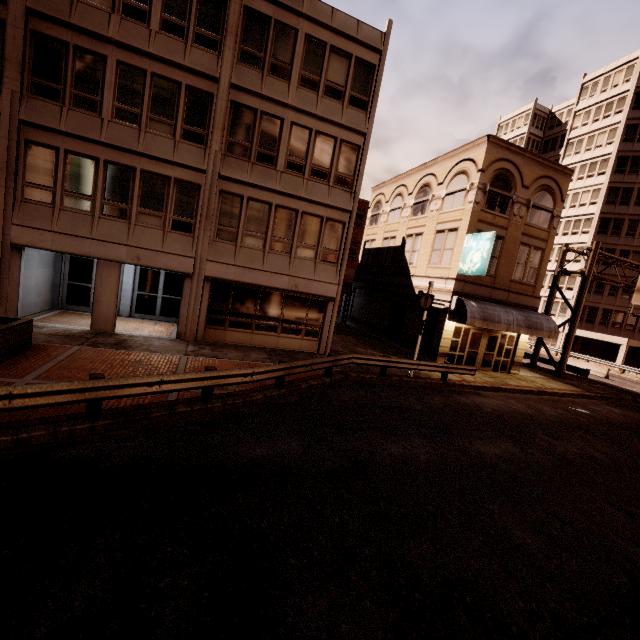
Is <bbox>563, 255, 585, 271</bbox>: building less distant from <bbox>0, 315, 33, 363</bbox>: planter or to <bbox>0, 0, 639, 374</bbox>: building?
<bbox>0, 0, 639, 374</bbox>: building

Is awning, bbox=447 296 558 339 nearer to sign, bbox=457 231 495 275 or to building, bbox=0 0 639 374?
building, bbox=0 0 639 374

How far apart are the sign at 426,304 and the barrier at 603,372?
24.73m

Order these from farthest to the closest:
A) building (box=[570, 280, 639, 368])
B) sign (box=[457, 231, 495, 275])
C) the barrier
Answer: building (box=[570, 280, 639, 368])
the barrier
sign (box=[457, 231, 495, 275])

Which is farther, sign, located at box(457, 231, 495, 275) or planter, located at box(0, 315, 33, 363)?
sign, located at box(457, 231, 495, 275)

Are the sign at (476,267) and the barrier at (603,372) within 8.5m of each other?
no

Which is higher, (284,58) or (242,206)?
(284,58)

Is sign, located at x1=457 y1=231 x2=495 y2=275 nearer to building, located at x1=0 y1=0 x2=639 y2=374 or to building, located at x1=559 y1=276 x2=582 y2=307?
building, located at x1=0 y1=0 x2=639 y2=374
